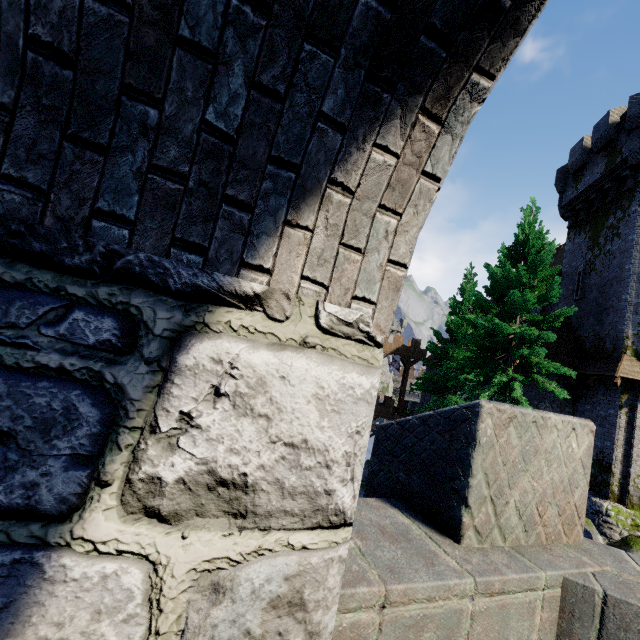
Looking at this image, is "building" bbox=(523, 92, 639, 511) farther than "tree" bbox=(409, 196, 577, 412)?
Yes

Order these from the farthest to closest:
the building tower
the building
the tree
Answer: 1. the building
2. the tree
3. the building tower

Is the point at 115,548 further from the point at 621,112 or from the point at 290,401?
the point at 621,112

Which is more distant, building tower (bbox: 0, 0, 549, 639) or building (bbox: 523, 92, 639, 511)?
building (bbox: 523, 92, 639, 511)

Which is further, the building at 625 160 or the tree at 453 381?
the building at 625 160

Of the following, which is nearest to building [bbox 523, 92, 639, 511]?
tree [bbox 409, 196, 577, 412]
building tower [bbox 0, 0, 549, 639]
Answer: tree [bbox 409, 196, 577, 412]

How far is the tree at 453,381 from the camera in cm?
1384

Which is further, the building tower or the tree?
the tree
